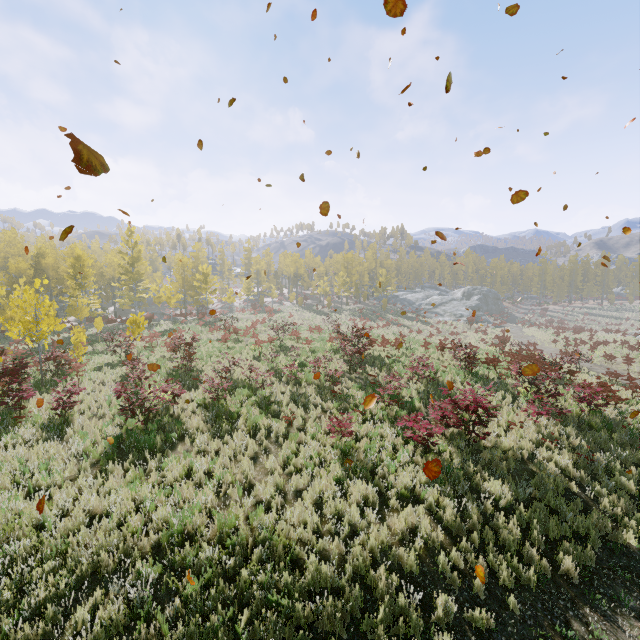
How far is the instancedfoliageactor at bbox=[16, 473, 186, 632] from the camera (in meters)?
4.85

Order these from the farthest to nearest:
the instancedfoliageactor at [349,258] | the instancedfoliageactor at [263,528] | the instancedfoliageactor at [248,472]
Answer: the instancedfoliageactor at [349,258] < the instancedfoliageactor at [248,472] < the instancedfoliageactor at [263,528]

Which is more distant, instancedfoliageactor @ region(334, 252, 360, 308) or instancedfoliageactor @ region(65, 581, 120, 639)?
instancedfoliageactor @ region(334, 252, 360, 308)

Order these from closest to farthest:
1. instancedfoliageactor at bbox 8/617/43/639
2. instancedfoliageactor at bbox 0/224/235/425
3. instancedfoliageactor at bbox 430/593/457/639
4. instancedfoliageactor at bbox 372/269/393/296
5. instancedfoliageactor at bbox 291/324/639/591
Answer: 1. instancedfoliageactor at bbox 8/617/43/639
2. instancedfoliageactor at bbox 430/593/457/639
3. instancedfoliageactor at bbox 291/324/639/591
4. instancedfoliageactor at bbox 0/224/235/425
5. instancedfoliageactor at bbox 372/269/393/296

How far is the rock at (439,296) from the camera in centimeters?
4817cm

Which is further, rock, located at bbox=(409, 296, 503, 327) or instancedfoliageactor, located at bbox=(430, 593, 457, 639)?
rock, located at bbox=(409, 296, 503, 327)

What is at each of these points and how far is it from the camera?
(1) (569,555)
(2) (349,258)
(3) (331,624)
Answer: (1) instancedfoliageactor, 6.66m
(2) instancedfoliageactor, 56.50m
(3) instancedfoliageactor, 4.91m
